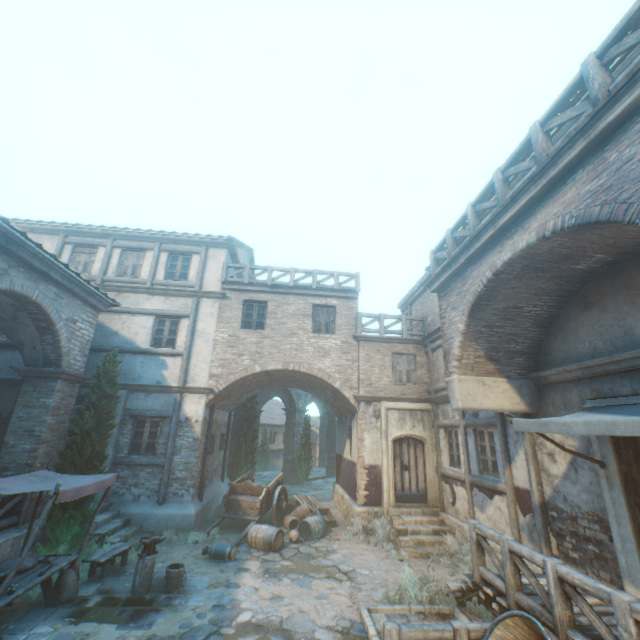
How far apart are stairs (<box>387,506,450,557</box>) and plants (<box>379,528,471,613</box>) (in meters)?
1.88

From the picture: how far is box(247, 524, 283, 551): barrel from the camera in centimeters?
977cm

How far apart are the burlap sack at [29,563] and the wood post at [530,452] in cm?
1046

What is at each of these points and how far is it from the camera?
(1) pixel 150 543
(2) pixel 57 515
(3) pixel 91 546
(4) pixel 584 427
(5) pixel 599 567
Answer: (1) anvil, 7.33m
(2) tree, 8.26m
(3) plants, 8.83m
(4) awning, 4.37m
(5) building, 5.82m

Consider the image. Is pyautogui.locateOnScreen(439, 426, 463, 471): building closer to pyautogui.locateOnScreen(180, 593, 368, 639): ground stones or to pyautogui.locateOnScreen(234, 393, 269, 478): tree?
pyautogui.locateOnScreen(234, 393, 269, 478): tree

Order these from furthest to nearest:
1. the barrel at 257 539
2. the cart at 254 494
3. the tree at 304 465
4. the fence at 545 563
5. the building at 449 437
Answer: the tree at 304 465 → the cart at 254 494 → the building at 449 437 → the barrel at 257 539 → the fence at 545 563

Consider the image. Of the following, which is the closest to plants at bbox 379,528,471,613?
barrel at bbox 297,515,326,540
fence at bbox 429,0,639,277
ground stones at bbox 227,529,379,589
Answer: ground stones at bbox 227,529,379,589

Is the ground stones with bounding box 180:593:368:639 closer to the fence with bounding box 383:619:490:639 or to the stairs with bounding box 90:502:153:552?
the fence with bounding box 383:619:490:639
